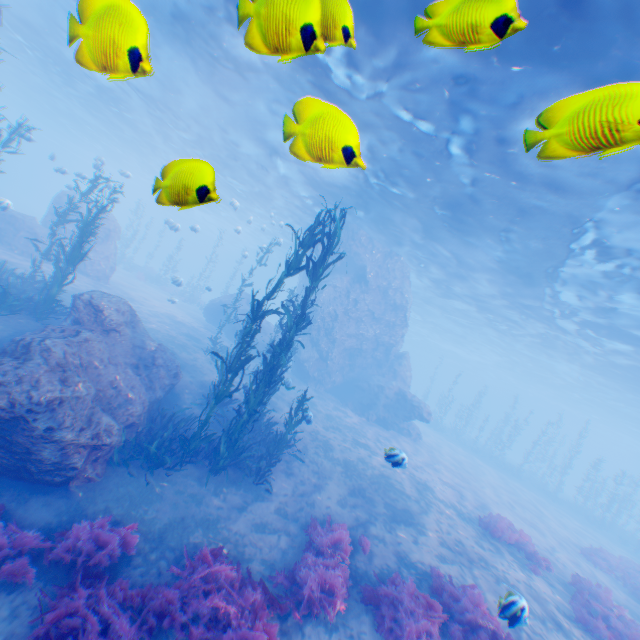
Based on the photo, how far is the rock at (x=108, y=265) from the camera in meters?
20.8

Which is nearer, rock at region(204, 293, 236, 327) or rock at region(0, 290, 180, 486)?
rock at region(0, 290, 180, 486)

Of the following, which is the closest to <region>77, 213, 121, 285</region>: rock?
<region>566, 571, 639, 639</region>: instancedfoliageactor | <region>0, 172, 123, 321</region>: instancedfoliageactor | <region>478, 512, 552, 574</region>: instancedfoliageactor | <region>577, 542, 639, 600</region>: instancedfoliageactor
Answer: <region>0, 172, 123, 321</region>: instancedfoliageactor

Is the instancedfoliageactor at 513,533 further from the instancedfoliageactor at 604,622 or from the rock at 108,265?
the rock at 108,265

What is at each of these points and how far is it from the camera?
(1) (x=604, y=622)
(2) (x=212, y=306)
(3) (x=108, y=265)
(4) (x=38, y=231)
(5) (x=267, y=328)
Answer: (1) instancedfoliageactor, 9.5 meters
(2) rock, 26.9 meters
(3) rock, 21.4 meters
(4) rock, 18.6 meters
(5) rock, 24.0 meters

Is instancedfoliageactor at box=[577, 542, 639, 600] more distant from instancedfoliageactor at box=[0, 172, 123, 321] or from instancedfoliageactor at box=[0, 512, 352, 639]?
instancedfoliageactor at box=[0, 172, 123, 321]

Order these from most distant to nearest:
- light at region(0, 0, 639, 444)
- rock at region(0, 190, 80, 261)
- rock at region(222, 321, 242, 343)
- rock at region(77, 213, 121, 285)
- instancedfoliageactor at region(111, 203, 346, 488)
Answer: rock at region(222, 321, 242, 343) < rock at region(77, 213, 121, 285) < rock at region(0, 190, 80, 261) < instancedfoliageactor at region(111, 203, 346, 488) < light at region(0, 0, 639, 444)

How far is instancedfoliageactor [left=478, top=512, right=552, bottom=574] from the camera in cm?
1212
